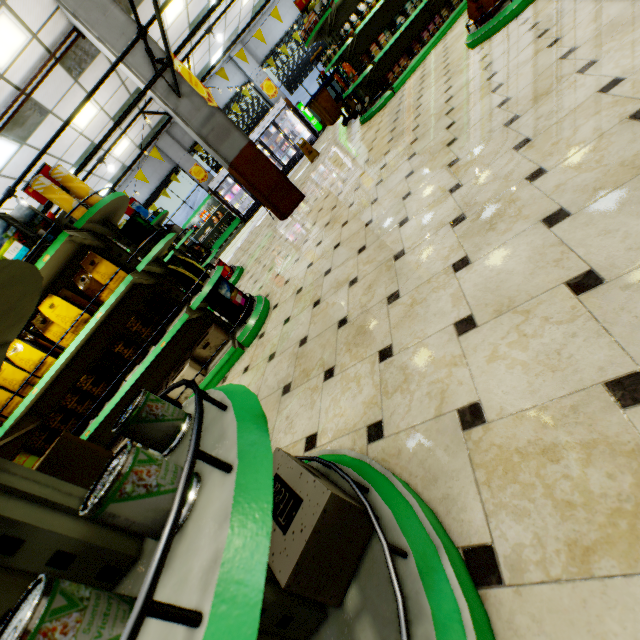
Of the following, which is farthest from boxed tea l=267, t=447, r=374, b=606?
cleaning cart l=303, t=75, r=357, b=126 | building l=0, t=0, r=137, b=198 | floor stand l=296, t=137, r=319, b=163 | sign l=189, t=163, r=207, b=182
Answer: sign l=189, t=163, r=207, b=182

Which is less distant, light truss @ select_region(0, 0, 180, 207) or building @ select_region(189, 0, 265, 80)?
light truss @ select_region(0, 0, 180, 207)

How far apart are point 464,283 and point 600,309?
0.6 meters

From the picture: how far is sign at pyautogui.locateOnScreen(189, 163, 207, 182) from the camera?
14.72m

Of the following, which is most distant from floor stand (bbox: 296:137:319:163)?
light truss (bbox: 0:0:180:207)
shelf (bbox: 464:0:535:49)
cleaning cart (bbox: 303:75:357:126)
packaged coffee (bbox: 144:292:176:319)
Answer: packaged coffee (bbox: 144:292:176:319)

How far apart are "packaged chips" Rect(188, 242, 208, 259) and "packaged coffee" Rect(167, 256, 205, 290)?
3.2m

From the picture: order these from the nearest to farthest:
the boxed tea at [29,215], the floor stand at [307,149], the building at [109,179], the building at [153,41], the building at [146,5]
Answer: the boxed tea at [29,215] < the building at [153,41] < the building at [146,5] < the floor stand at [307,149] < the building at [109,179]

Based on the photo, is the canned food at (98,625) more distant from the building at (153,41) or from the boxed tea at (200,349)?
the boxed tea at (200,349)
